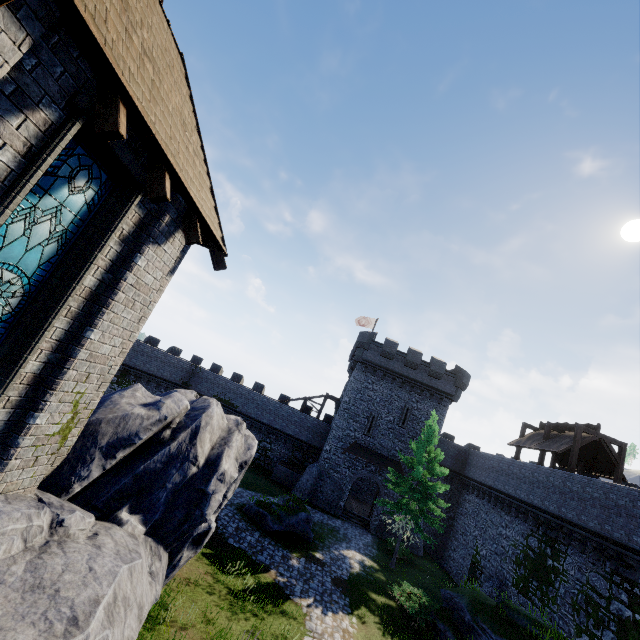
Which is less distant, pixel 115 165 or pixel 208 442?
pixel 115 165

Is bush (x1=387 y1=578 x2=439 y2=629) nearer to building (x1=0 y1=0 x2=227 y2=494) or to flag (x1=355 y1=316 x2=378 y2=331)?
building (x1=0 y1=0 x2=227 y2=494)

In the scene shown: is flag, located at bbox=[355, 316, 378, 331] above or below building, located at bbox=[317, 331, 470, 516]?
above

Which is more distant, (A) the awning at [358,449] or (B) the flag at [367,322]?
(B) the flag at [367,322]

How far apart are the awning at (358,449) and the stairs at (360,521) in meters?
4.4 m

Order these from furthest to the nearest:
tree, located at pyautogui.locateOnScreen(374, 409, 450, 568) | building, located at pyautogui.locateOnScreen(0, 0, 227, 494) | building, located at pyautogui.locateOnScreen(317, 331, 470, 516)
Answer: building, located at pyautogui.locateOnScreen(317, 331, 470, 516) → tree, located at pyautogui.locateOnScreen(374, 409, 450, 568) → building, located at pyautogui.locateOnScreen(0, 0, 227, 494)

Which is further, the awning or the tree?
the awning

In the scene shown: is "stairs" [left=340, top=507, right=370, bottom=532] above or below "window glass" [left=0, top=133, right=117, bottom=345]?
below
